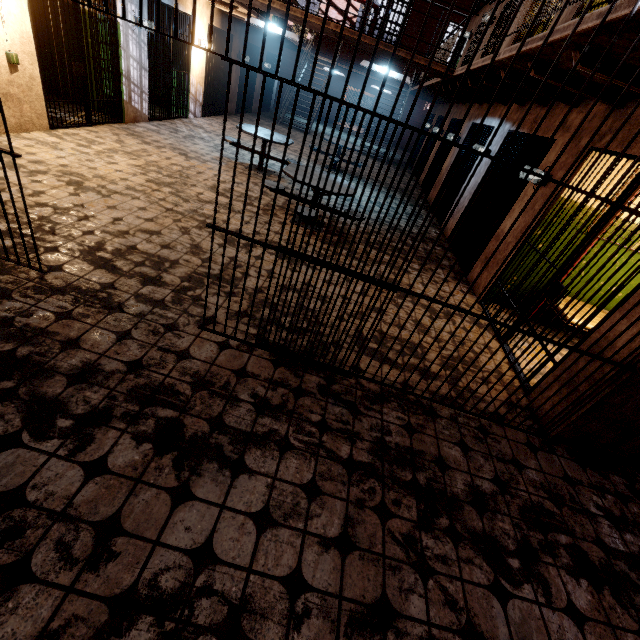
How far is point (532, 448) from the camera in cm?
298

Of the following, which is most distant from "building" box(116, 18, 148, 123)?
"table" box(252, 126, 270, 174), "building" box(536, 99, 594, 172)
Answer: "building" box(536, 99, 594, 172)

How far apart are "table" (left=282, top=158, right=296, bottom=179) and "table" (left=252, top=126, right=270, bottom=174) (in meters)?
1.41

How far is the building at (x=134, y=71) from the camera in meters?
6.6 m

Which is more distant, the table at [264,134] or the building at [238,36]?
the building at [238,36]

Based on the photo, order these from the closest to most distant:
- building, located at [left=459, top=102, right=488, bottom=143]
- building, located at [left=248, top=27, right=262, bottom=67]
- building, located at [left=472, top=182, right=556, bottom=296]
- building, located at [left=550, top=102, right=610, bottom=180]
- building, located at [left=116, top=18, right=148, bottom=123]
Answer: building, located at [left=550, top=102, right=610, bottom=180]
building, located at [left=472, top=182, right=556, bottom=296]
building, located at [left=116, top=18, right=148, bottom=123]
building, located at [left=459, top=102, right=488, bottom=143]
building, located at [left=248, top=27, right=262, bottom=67]

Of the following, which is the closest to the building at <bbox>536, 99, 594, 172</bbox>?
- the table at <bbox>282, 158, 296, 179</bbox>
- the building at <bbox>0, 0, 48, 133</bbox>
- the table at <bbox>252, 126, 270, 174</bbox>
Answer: the table at <bbox>282, 158, 296, 179</bbox>

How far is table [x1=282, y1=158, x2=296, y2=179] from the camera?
5.0 meters
